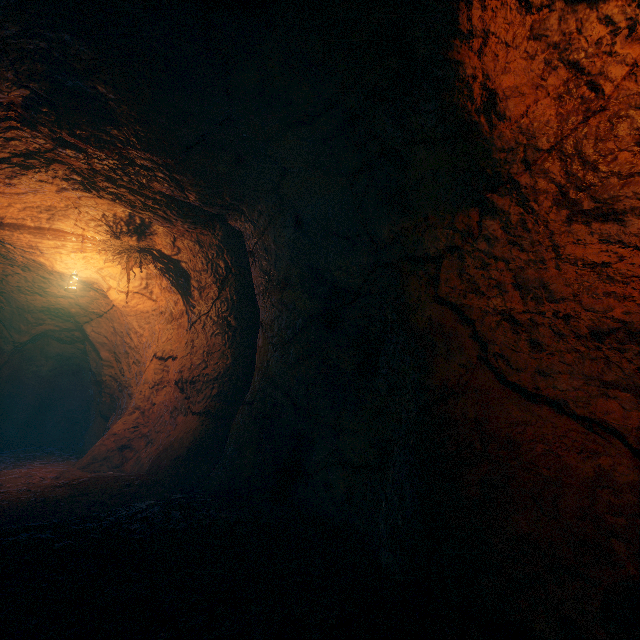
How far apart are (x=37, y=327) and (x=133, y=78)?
9.11m
